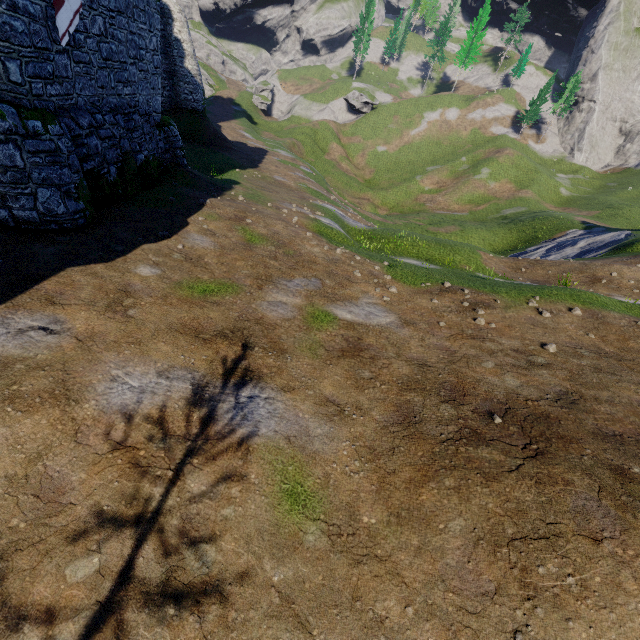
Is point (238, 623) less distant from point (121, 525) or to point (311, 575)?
point (311, 575)

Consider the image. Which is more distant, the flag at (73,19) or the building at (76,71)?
the flag at (73,19)

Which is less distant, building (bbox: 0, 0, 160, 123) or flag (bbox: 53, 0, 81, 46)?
building (bbox: 0, 0, 160, 123)
